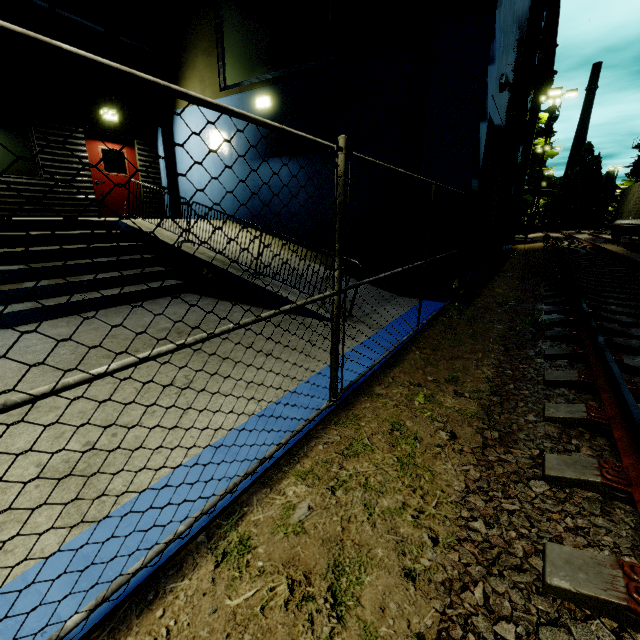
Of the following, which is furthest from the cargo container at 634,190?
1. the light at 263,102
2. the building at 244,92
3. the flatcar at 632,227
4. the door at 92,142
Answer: the door at 92,142

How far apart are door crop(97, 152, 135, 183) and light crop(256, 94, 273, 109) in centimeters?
481cm

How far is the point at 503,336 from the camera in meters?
4.8

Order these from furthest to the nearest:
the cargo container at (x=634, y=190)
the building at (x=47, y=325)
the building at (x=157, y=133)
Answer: the cargo container at (x=634, y=190), the building at (x=157, y=133), the building at (x=47, y=325)

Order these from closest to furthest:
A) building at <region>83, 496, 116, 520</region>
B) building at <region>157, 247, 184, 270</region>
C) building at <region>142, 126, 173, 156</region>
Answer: building at <region>83, 496, 116, 520</region>
building at <region>157, 247, 184, 270</region>
building at <region>142, 126, 173, 156</region>

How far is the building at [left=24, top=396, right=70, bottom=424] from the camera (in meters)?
2.63

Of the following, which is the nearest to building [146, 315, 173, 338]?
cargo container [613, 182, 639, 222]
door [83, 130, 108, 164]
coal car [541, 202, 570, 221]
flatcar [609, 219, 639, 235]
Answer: door [83, 130, 108, 164]
